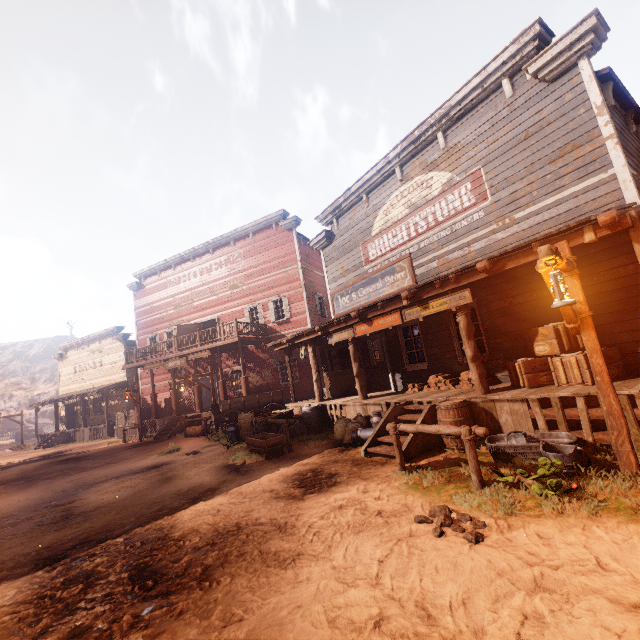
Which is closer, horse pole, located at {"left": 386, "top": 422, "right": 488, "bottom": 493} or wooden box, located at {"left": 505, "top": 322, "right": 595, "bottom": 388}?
horse pole, located at {"left": 386, "top": 422, "right": 488, "bottom": 493}

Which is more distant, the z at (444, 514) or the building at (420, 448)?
the building at (420, 448)

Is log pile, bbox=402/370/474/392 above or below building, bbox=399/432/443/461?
above

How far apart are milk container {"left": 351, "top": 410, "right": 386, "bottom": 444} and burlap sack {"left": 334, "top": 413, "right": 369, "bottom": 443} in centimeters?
10cm

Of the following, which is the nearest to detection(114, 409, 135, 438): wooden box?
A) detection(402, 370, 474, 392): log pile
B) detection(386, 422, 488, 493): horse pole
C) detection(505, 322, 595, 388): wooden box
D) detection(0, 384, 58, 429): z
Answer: detection(0, 384, 58, 429): z

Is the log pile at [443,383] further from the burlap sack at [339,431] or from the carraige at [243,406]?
the carraige at [243,406]

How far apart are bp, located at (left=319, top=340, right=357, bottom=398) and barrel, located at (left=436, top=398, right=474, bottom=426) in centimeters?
549cm

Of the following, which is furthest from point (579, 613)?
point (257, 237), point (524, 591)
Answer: point (257, 237)
